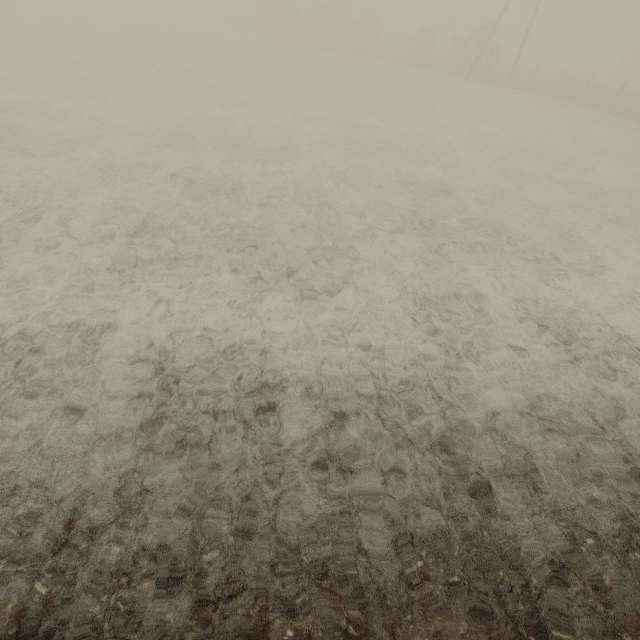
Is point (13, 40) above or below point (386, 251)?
below
